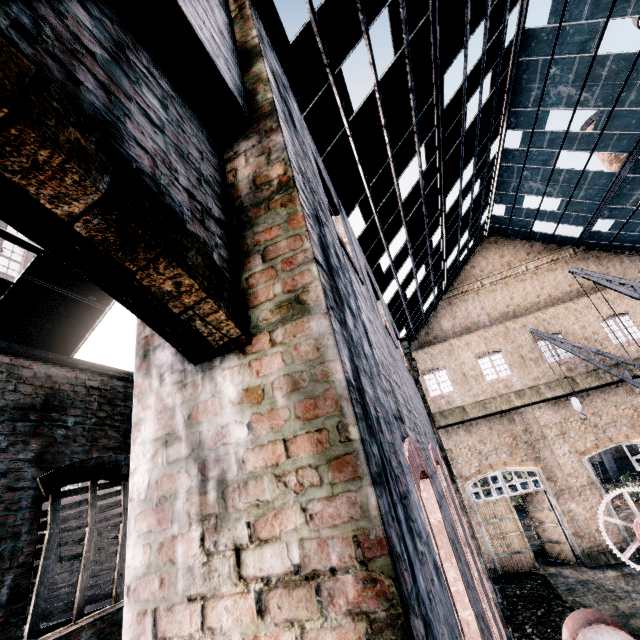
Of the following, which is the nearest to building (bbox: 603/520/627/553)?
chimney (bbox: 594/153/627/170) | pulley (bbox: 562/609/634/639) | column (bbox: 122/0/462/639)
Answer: column (bbox: 122/0/462/639)

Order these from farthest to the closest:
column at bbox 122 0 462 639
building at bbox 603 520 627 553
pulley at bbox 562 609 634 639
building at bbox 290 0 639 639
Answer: building at bbox 603 520 627 553, pulley at bbox 562 609 634 639, building at bbox 290 0 639 639, column at bbox 122 0 462 639

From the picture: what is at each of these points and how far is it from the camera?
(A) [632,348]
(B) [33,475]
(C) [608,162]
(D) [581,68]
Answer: (A) building, 19.2m
(B) building, 4.3m
(C) chimney, 19.0m
(D) building, 13.3m

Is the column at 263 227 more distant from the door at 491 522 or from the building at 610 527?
the door at 491 522

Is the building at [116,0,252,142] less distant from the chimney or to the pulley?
the pulley

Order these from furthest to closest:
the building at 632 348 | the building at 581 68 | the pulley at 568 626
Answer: the building at 632 348 < the pulley at 568 626 < the building at 581 68

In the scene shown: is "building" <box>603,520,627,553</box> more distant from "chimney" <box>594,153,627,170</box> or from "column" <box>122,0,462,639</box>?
"chimney" <box>594,153,627,170</box>

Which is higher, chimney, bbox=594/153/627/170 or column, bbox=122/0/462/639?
chimney, bbox=594/153/627/170
